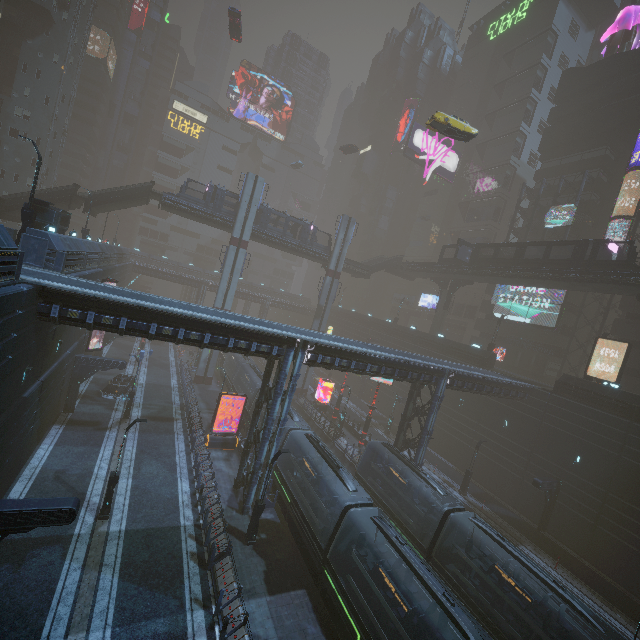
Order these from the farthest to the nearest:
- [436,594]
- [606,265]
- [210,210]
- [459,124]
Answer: [210,210], [606,265], [459,124], [436,594]

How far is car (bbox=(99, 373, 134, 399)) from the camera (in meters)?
30.48

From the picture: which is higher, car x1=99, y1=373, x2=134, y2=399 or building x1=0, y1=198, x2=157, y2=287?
building x1=0, y1=198, x2=157, y2=287

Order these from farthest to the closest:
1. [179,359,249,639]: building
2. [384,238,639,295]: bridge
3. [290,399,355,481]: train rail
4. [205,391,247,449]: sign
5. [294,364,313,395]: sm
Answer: [294,364,313,395]: sm
[290,399,355,481]: train rail
[384,238,639,295]: bridge
[205,391,247,449]: sign
[179,359,249,639]: building

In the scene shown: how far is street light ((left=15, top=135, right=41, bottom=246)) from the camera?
18.69m

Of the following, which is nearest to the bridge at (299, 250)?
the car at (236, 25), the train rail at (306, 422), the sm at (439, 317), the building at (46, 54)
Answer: the building at (46, 54)

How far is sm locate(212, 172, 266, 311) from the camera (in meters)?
39.31

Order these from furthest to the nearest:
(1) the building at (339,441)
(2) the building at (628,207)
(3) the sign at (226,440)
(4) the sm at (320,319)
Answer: (4) the sm at (320,319) < (2) the building at (628,207) < (1) the building at (339,441) < (3) the sign at (226,440)
